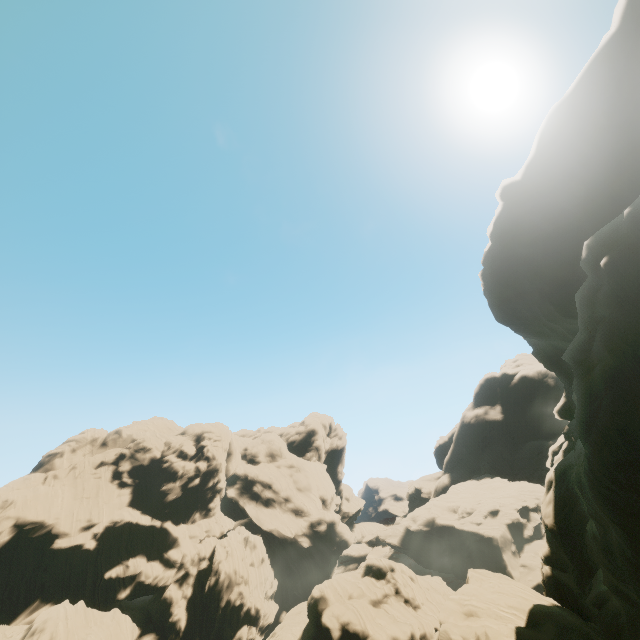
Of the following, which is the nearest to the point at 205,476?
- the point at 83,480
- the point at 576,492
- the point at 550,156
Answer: the point at 83,480
